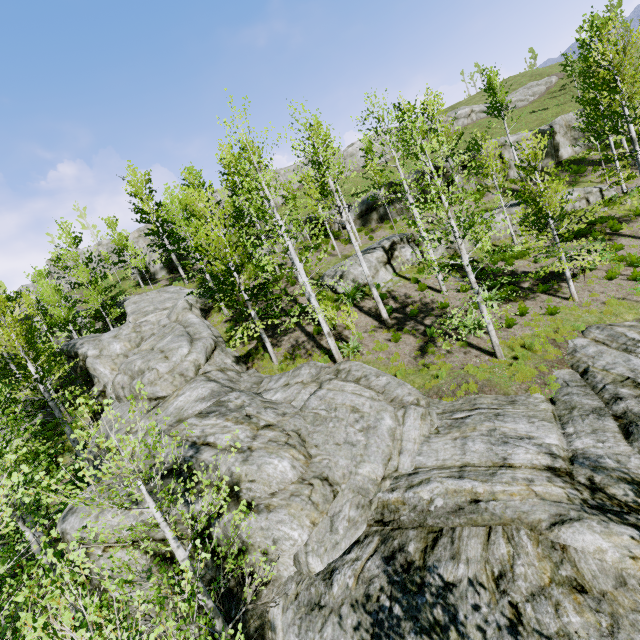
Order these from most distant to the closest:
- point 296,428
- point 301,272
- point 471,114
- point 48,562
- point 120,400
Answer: point 471,114, point 120,400, point 301,272, point 296,428, point 48,562

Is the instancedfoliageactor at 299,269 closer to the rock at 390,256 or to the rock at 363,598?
the rock at 363,598

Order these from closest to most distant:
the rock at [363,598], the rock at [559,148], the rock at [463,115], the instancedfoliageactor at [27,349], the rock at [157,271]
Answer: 1. the instancedfoliageactor at [27,349]
2. the rock at [363,598]
3. the rock at [559,148]
4. the rock at [157,271]
5. the rock at [463,115]

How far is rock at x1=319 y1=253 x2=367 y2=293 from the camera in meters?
18.9 m

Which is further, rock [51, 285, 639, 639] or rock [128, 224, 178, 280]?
rock [128, 224, 178, 280]

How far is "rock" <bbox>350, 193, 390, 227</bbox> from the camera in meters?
27.8 m

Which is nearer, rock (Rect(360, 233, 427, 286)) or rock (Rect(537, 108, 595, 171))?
rock (Rect(360, 233, 427, 286))
